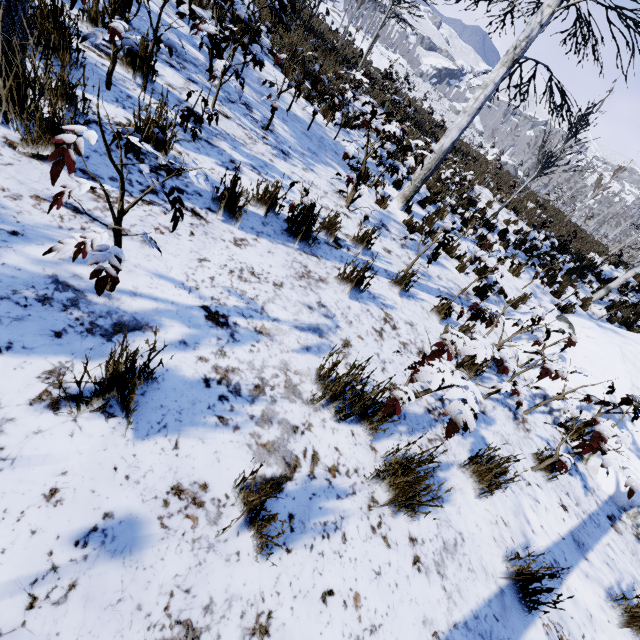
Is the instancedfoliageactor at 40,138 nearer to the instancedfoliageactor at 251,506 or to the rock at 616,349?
the rock at 616,349

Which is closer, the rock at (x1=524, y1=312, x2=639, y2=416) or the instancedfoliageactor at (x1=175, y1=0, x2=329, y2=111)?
the instancedfoliageactor at (x1=175, y1=0, x2=329, y2=111)

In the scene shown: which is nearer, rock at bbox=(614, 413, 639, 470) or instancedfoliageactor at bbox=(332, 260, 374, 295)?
instancedfoliageactor at bbox=(332, 260, 374, 295)

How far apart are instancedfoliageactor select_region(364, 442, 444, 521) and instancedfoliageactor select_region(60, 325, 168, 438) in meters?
0.8 m

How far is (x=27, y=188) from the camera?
1.77m

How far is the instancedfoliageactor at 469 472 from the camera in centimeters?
225cm

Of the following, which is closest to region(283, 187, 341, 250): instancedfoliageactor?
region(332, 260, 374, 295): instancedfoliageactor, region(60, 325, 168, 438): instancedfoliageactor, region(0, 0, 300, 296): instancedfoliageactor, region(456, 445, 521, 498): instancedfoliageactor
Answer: region(332, 260, 374, 295): instancedfoliageactor

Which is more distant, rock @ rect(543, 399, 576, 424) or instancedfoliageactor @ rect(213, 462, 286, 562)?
rock @ rect(543, 399, 576, 424)
